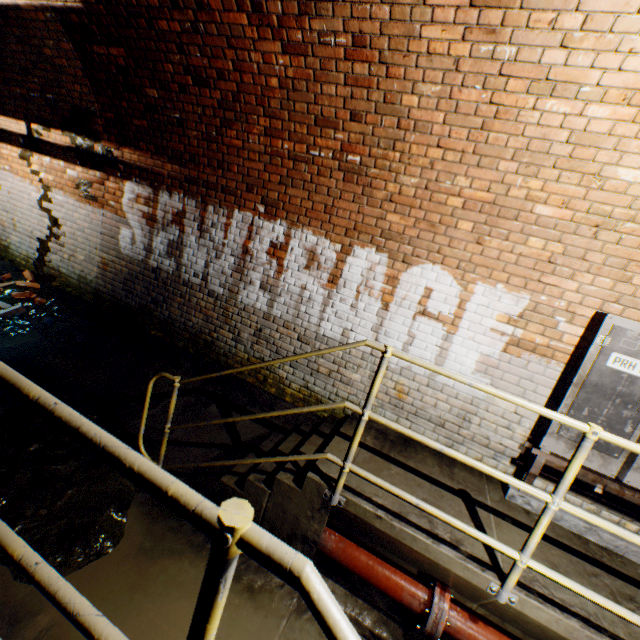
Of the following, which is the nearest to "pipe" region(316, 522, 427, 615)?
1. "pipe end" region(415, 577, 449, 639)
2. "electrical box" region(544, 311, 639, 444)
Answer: "pipe end" region(415, 577, 449, 639)

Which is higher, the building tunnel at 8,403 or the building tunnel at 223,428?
the building tunnel at 223,428

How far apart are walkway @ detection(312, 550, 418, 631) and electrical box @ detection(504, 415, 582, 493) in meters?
1.2 m

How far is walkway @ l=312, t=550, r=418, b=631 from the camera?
2.5 meters

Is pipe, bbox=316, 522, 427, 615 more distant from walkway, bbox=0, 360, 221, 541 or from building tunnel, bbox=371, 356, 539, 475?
walkway, bbox=0, 360, 221, 541

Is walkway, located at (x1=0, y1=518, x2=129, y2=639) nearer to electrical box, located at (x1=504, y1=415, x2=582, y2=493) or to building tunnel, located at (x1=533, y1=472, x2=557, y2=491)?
building tunnel, located at (x1=533, y1=472, x2=557, y2=491)

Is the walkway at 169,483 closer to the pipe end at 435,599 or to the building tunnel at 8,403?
the building tunnel at 8,403

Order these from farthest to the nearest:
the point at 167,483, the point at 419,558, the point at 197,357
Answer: the point at 197,357 → the point at 419,558 → the point at 167,483
